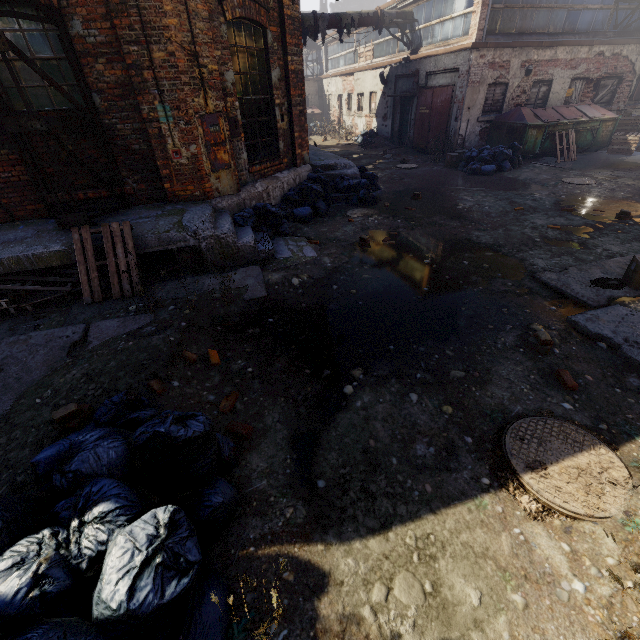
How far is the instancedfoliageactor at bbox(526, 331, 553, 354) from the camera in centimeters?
365cm

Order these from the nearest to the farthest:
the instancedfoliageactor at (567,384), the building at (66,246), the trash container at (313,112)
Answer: the instancedfoliageactor at (567,384), the building at (66,246), the trash container at (313,112)

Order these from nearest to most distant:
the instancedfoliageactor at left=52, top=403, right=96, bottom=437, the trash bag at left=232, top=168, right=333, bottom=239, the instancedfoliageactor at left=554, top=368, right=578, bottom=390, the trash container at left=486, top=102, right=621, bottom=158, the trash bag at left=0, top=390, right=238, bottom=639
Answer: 1. the trash bag at left=0, top=390, right=238, bottom=639
2. the instancedfoliageactor at left=52, top=403, right=96, bottom=437
3. the instancedfoliageactor at left=554, top=368, right=578, bottom=390
4. the trash bag at left=232, top=168, right=333, bottom=239
5. the trash container at left=486, top=102, right=621, bottom=158

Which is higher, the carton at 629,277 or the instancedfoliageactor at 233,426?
the carton at 629,277

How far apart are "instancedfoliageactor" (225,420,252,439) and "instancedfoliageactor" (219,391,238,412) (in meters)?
0.19

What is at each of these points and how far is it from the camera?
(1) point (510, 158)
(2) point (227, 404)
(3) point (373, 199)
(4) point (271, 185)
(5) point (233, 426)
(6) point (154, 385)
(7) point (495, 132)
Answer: (1) trash bag, 11.56m
(2) instancedfoliageactor, 3.23m
(3) trash bag, 9.00m
(4) building, 7.83m
(5) instancedfoliageactor, 2.97m
(6) instancedfoliageactor, 3.16m
(7) trash container, 13.44m

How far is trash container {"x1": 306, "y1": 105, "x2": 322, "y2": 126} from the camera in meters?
26.1

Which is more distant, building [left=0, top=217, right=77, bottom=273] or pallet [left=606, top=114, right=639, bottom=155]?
pallet [left=606, top=114, right=639, bottom=155]
